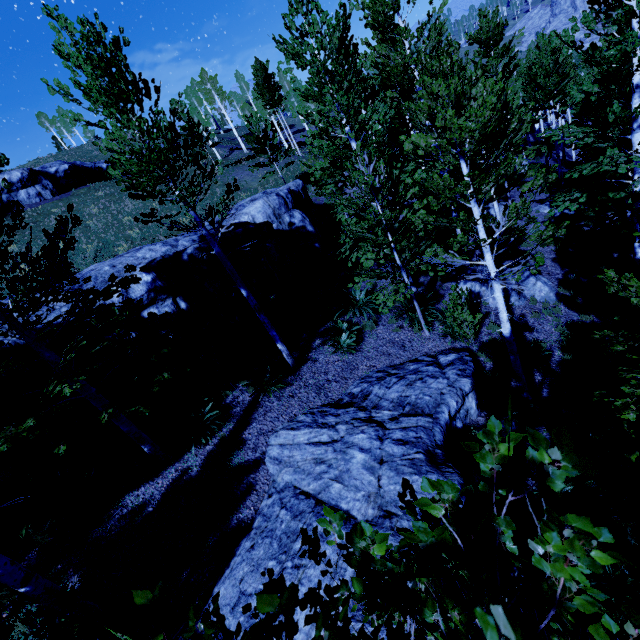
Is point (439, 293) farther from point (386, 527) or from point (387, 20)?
point (387, 20)

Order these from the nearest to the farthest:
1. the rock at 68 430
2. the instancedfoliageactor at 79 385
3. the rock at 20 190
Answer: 1. the instancedfoliageactor at 79 385
2. the rock at 68 430
3. the rock at 20 190

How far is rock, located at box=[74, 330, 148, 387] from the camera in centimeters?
865cm

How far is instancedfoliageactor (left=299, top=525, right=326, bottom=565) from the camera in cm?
155

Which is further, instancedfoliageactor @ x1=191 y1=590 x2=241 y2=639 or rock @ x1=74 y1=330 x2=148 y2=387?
rock @ x1=74 y1=330 x2=148 y2=387

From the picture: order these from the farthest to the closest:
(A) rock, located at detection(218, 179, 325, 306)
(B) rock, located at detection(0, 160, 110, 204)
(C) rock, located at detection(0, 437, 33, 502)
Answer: (B) rock, located at detection(0, 160, 110, 204), (A) rock, located at detection(218, 179, 325, 306), (C) rock, located at detection(0, 437, 33, 502)

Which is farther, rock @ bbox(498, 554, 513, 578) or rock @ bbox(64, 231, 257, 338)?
rock @ bbox(64, 231, 257, 338)

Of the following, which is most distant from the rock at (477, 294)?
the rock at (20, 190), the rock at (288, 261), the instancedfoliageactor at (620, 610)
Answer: the rock at (20, 190)
